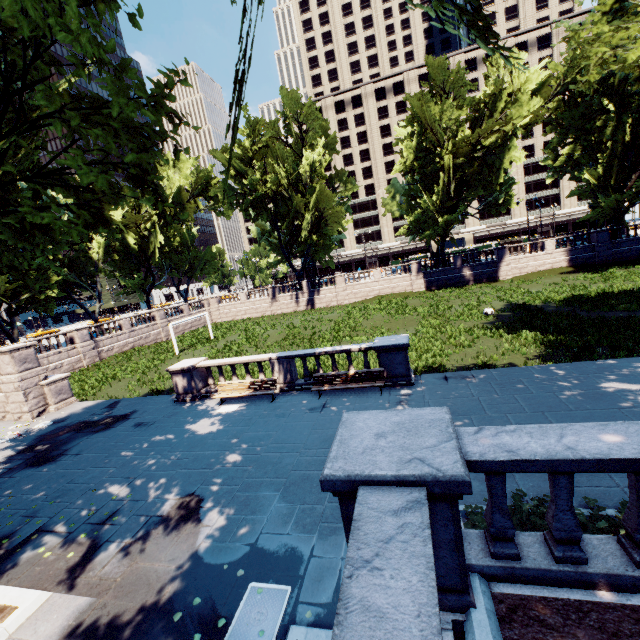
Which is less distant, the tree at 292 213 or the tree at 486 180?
the tree at 292 213

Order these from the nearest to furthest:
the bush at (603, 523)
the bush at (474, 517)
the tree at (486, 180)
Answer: the bush at (603, 523), the bush at (474, 517), the tree at (486, 180)

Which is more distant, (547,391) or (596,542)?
(547,391)

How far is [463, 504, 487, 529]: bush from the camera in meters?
5.6 m

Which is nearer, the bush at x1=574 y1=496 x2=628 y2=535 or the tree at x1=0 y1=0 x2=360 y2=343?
the bush at x1=574 y1=496 x2=628 y2=535

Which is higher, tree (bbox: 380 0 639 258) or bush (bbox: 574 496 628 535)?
tree (bbox: 380 0 639 258)
